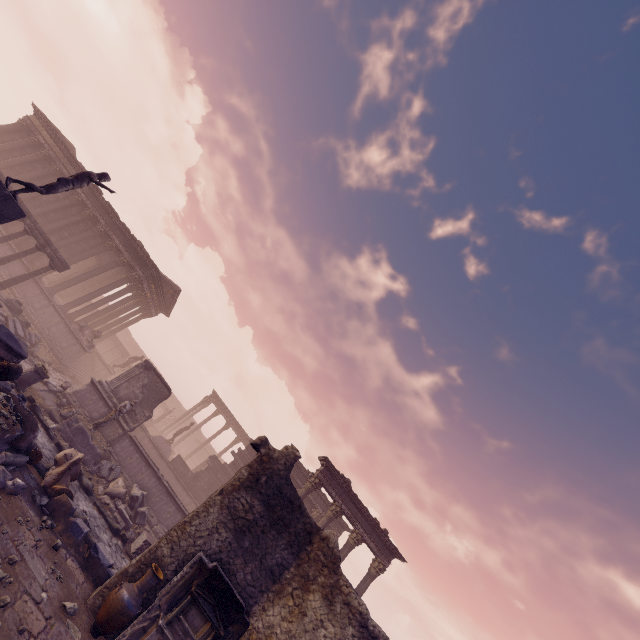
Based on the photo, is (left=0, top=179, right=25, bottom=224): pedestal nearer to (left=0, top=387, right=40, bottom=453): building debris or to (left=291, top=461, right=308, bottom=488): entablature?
(left=0, top=387, right=40, bottom=453): building debris

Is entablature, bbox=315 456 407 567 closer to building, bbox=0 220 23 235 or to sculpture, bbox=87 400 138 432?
sculpture, bbox=87 400 138 432

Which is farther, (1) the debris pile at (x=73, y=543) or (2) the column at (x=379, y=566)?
(2) the column at (x=379, y=566)

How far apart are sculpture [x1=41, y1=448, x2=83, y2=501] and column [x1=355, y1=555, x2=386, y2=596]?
12.7 meters

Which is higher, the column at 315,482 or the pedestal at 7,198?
the column at 315,482

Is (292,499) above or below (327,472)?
below

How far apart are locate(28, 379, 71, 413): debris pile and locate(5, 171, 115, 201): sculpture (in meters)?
6.72

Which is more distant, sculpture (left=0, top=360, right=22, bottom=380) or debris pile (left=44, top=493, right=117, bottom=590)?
debris pile (left=44, top=493, right=117, bottom=590)
